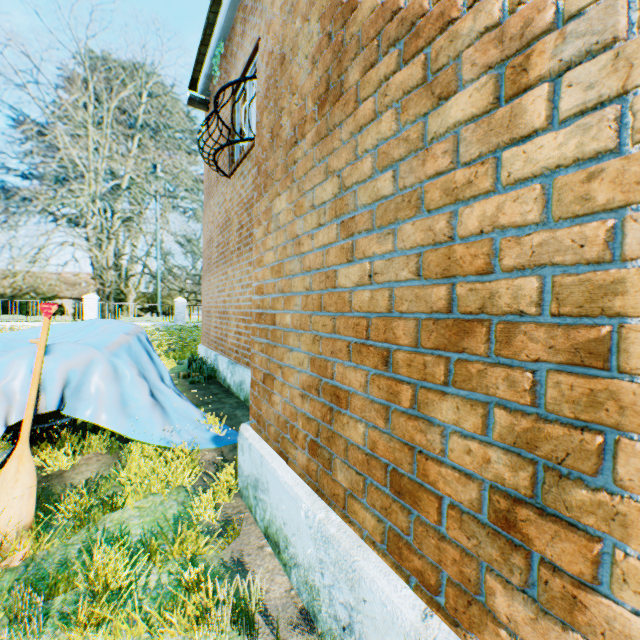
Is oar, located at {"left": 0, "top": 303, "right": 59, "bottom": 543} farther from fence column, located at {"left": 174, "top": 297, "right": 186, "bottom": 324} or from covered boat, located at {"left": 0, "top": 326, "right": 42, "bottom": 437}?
fence column, located at {"left": 174, "top": 297, "right": 186, "bottom": 324}

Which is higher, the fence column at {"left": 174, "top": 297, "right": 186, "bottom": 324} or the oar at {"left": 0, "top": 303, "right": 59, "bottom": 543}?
the fence column at {"left": 174, "top": 297, "right": 186, "bottom": 324}

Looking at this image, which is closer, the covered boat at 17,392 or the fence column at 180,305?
the covered boat at 17,392

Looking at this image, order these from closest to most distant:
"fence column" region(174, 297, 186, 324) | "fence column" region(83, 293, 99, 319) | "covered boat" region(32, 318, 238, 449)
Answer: "covered boat" region(32, 318, 238, 449) → "fence column" region(83, 293, 99, 319) → "fence column" region(174, 297, 186, 324)

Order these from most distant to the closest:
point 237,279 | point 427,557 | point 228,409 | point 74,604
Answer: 1. point 237,279
2. point 228,409
3. point 74,604
4. point 427,557

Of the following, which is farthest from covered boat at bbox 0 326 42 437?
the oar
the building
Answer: the building

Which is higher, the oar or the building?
the building

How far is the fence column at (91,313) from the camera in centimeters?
2130cm
